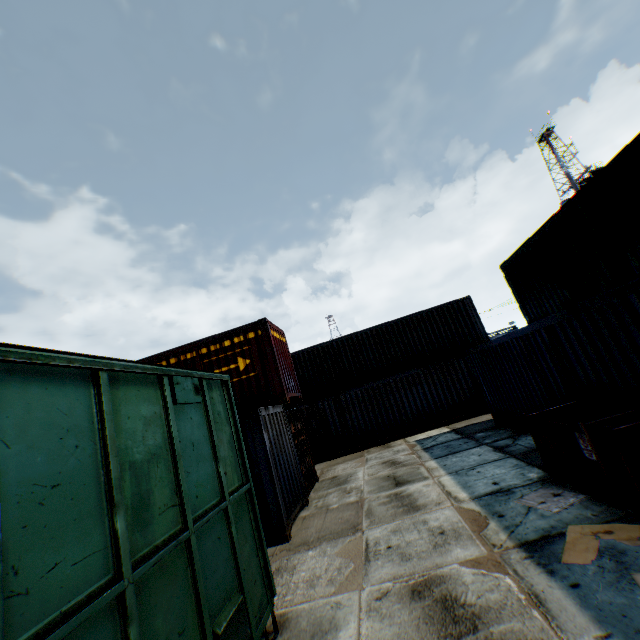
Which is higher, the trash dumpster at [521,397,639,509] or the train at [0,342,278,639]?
the train at [0,342,278,639]

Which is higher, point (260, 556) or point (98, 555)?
point (98, 555)

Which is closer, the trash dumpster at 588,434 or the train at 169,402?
the train at 169,402

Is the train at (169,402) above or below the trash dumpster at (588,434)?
above

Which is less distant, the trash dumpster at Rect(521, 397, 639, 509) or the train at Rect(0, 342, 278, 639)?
the train at Rect(0, 342, 278, 639)
